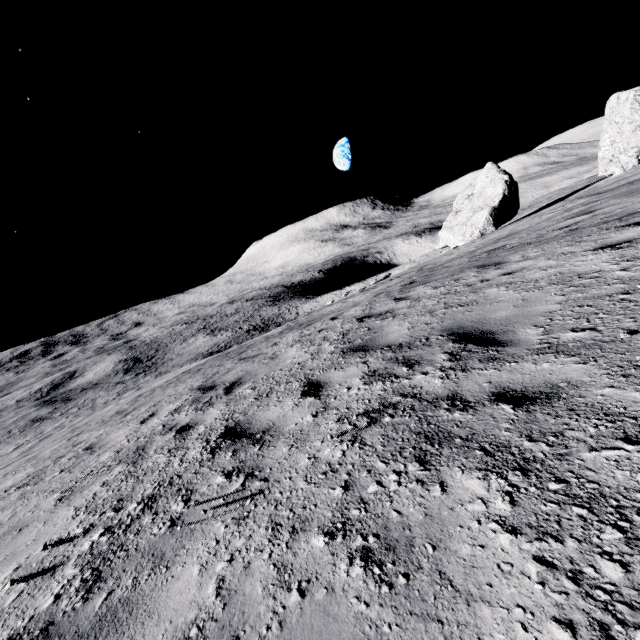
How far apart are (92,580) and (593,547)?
2.8m

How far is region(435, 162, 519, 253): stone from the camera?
25.9m

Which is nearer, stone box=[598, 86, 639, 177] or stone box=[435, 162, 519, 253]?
stone box=[598, 86, 639, 177]

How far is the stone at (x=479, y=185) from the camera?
25.9m

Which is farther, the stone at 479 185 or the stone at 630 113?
the stone at 479 185
